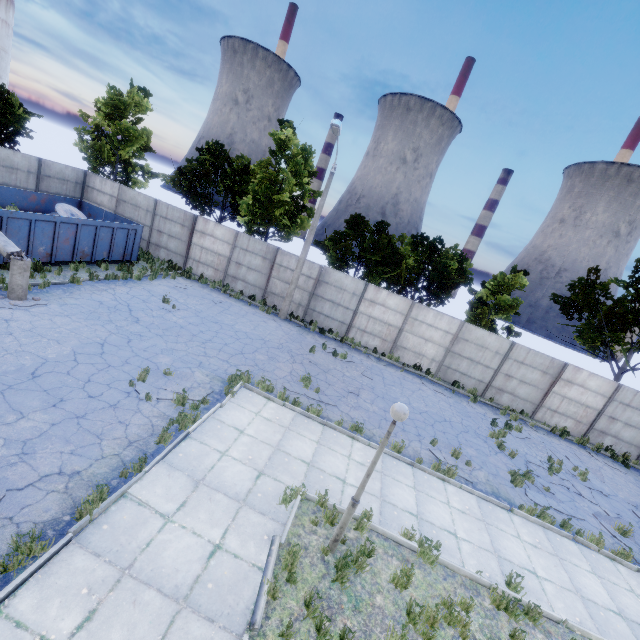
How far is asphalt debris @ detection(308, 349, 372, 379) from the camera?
15.00m

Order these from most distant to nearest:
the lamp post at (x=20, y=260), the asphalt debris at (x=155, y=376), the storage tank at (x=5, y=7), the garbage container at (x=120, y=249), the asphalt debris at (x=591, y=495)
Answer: the storage tank at (x=5, y=7) → the garbage container at (x=120, y=249) → the asphalt debris at (x=591, y=495) → the lamp post at (x=20, y=260) → the asphalt debris at (x=155, y=376)

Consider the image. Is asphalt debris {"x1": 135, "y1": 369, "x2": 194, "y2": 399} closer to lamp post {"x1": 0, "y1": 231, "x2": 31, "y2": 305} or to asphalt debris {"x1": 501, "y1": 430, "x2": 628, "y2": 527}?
lamp post {"x1": 0, "y1": 231, "x2": 31, "y2": 305}

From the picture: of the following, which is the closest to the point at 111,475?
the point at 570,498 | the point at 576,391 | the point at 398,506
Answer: the point at 398,506

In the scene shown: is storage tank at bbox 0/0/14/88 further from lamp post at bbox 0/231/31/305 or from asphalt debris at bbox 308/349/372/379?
asphalt debris at bbox 308/349/372/379

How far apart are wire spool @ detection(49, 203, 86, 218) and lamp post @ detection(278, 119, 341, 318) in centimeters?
1139cm

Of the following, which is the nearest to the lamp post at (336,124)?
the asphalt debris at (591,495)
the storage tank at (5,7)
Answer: the asphalt debris at (591,495)

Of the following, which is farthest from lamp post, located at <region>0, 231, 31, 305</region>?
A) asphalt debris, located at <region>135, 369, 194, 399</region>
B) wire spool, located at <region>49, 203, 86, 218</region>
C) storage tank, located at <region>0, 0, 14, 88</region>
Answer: storage tank, located at <region>0, 0, 14, 88</region>
